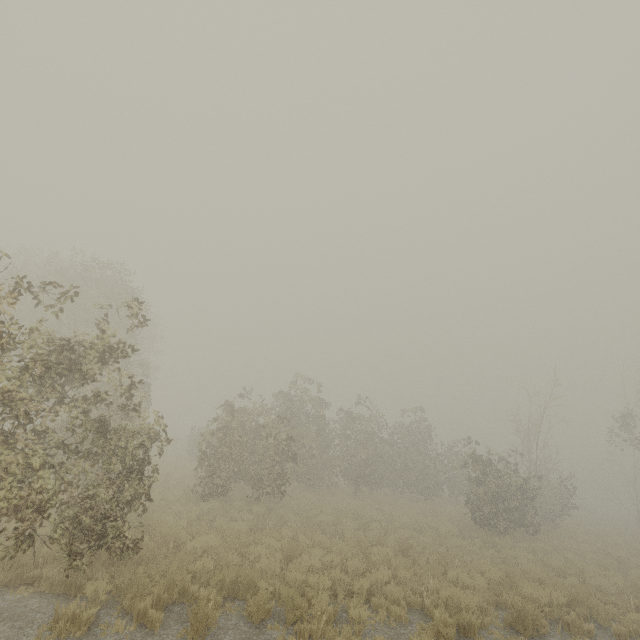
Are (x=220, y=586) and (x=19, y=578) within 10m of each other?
yes
